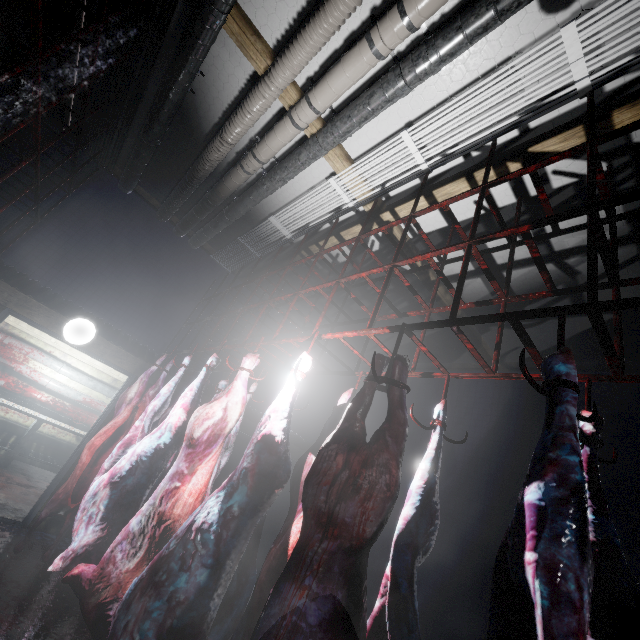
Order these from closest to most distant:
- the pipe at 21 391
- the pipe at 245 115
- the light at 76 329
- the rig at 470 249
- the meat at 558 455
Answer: the meat at 558 455 → the rig at 470 249 → the pipe at 245 115 → the light at 76 329 → the pipe at 21 391

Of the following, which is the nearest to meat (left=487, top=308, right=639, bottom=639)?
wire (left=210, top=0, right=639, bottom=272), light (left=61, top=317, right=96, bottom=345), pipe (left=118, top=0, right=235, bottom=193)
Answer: wire (left=210, top=0, right=639, bottom=272)

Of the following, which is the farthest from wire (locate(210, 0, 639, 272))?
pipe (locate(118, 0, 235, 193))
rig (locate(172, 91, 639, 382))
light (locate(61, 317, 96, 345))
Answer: light (locate(61, 317, 96, 345))

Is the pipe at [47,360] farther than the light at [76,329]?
Yes

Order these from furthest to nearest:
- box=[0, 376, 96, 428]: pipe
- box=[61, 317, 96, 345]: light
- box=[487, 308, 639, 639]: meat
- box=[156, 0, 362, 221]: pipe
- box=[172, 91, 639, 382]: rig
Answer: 1. box=[0, 376, 96, 428]: pipe
2. box=[61, 317, 96, 345]: light
3. box=[156, 0, 362, 221]: pipe
4. box=[172, 91, 639, 382]: rig
5. box=[487, 308, 639, 639]: meat

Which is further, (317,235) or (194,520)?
(317,235)

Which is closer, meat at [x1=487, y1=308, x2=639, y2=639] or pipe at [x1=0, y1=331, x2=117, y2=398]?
meat at [x1=487, y1=308, x2=639, y2=639]

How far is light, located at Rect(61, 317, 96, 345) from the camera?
3.7 meters
